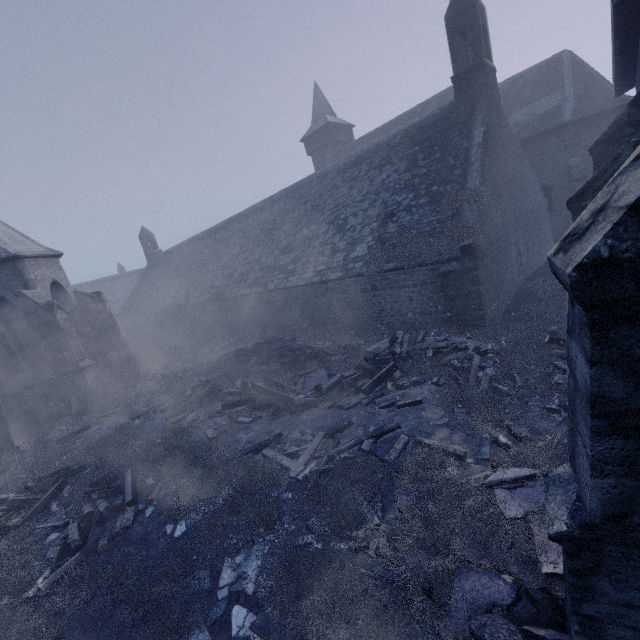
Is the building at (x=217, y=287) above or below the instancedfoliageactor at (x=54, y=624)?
above

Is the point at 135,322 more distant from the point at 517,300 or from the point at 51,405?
the point at 517,300

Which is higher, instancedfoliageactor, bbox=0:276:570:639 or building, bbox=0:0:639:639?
building, bbox=0:0:639:639

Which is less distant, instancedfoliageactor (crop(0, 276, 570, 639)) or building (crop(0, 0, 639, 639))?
building (crop(0, 0, 639, 639))

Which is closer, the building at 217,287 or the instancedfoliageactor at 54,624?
the building at 217,287
